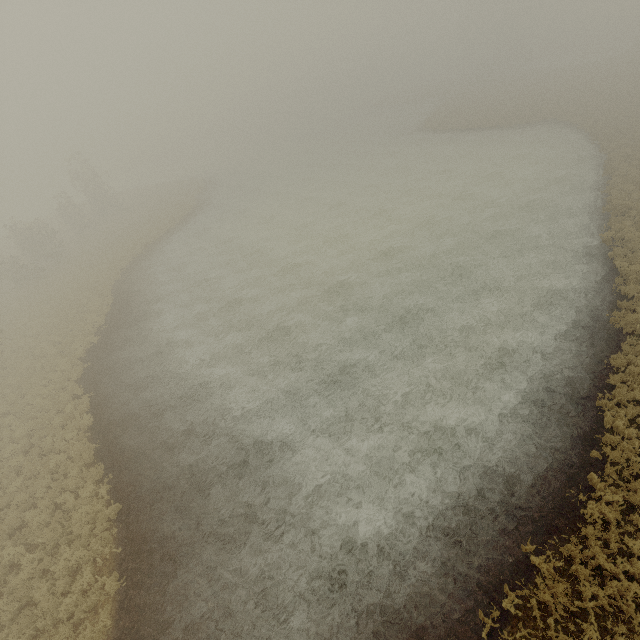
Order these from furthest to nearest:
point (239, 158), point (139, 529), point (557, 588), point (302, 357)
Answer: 1. point (239, 158)
2. point (302, 357)
3. point (139, 529)
4. point (557, 588)
